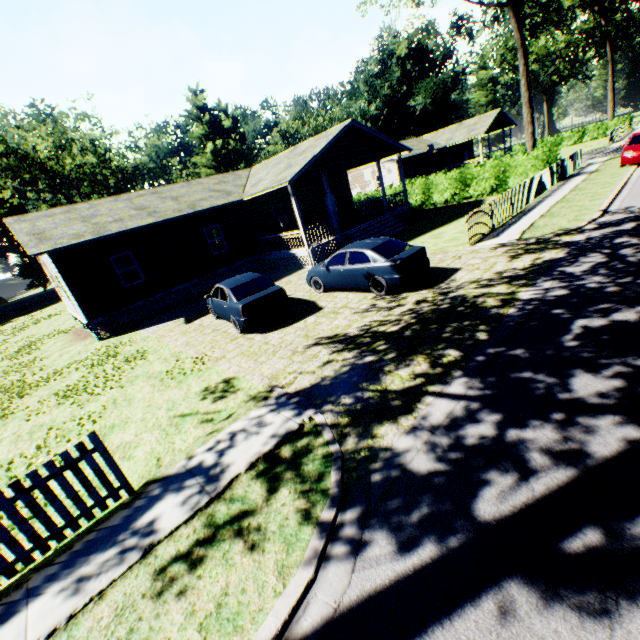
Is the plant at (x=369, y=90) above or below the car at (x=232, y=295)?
above

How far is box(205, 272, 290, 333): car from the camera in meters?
10.2 m

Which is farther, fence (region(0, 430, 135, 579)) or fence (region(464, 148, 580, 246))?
fence (region(464, 148, 580, 246))

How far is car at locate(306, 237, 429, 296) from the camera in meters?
9.9

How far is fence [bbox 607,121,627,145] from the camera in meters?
31.4

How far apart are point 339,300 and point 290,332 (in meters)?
2.44

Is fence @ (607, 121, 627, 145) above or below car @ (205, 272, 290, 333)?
above

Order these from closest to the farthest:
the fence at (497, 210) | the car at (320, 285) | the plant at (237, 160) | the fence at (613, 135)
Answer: the car at (320, 285), the fence at (497, 210), the fence at (613, 135), the plant at (237, 160)
